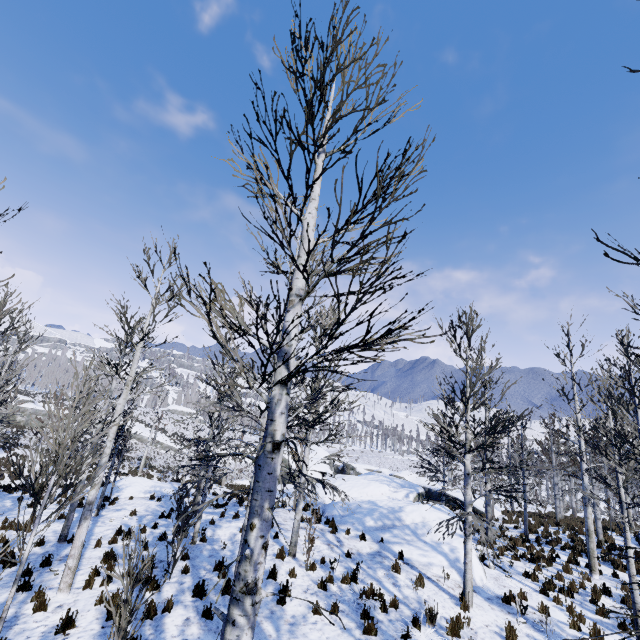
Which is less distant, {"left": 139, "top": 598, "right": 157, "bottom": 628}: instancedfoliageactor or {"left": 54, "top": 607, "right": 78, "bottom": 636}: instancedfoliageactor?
{"left": 139, "top": 598, "right": 157, "bottom": 628}: instancedfoliageactor

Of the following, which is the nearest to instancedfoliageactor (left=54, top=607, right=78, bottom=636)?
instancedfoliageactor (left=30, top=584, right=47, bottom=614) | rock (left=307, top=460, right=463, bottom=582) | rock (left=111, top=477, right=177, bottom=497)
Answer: instancedfoliageactor (left=30, top=584, right=47, bottom=614)

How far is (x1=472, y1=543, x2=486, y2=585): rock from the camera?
11.26m

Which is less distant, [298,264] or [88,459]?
[298,264]

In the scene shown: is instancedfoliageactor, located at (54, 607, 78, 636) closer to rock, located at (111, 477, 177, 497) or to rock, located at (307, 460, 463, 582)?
rock, located at (307, 460, 463, 582)

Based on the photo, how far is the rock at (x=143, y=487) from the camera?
20.20m

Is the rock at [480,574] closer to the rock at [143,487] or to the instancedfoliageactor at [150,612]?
the rock at [143,487]

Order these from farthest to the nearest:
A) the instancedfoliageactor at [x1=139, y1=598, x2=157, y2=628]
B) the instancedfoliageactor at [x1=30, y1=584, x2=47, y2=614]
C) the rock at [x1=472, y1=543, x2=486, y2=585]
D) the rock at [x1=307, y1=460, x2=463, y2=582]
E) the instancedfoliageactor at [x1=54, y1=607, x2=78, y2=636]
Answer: the rock at [x1=307, y1=460, x2=463, y2=582]
the rock at [x1=472, y1=543, x2=486, y2=585]
the instancedfoliageactor at [x1=30, y1=584, x2=47, y2=614]
the instancedfoliageactor at [x1=54, y1=607, x2=78, y2=636]
the instancedfoliageactor at [x1=139, y1=598, x2=157, y2=628]
